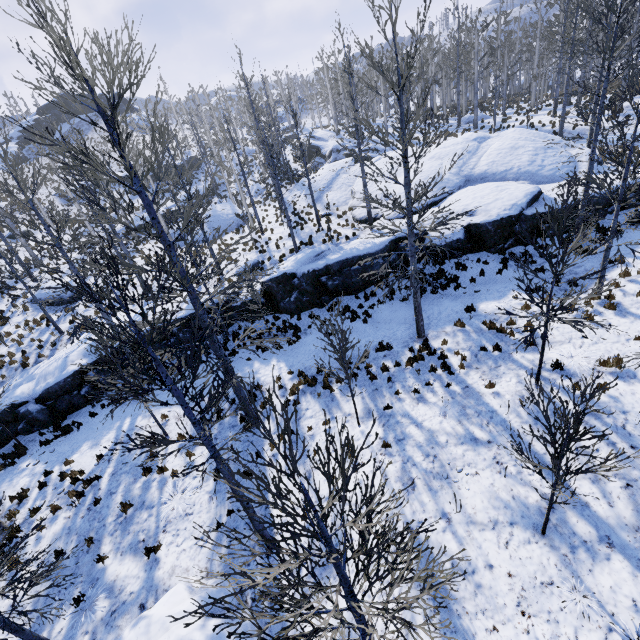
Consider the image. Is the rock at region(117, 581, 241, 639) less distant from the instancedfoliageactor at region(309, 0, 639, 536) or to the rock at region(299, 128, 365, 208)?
the instancedfoliageactor at region(309, 0, 639, 536)

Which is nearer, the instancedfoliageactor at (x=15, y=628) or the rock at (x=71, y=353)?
the instancedfoliageactor at (x=15, y=628)

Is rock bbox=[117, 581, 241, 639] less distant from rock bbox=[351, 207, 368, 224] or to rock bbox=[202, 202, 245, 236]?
rock bbox=[351, 207, 368, 224]

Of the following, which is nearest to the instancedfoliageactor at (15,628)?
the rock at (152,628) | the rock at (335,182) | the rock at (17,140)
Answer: the rock at (335,182)

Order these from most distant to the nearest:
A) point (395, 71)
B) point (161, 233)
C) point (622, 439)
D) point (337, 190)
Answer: point (395, 71) → point (337, 190) → point (622, 439) → point (161, 233)

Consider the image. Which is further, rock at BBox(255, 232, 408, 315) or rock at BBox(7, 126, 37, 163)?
rock at BBox(7, 126, 37, 163)

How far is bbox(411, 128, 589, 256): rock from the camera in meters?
14.4
